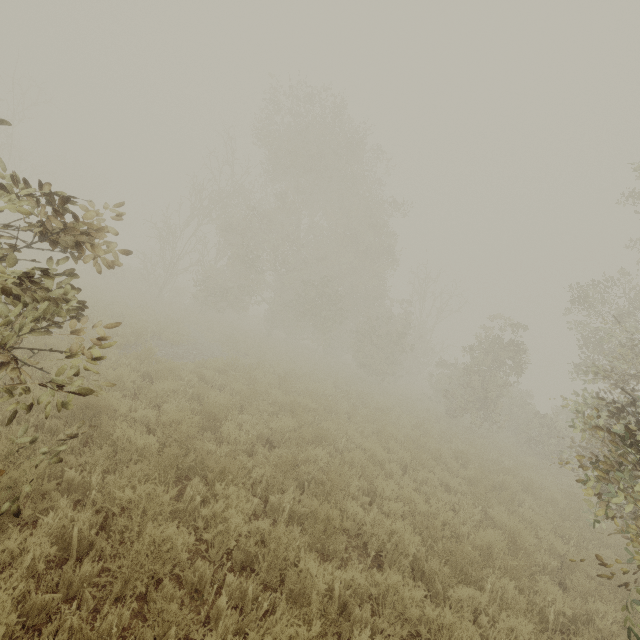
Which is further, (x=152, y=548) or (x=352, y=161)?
(x=352, y=161)
